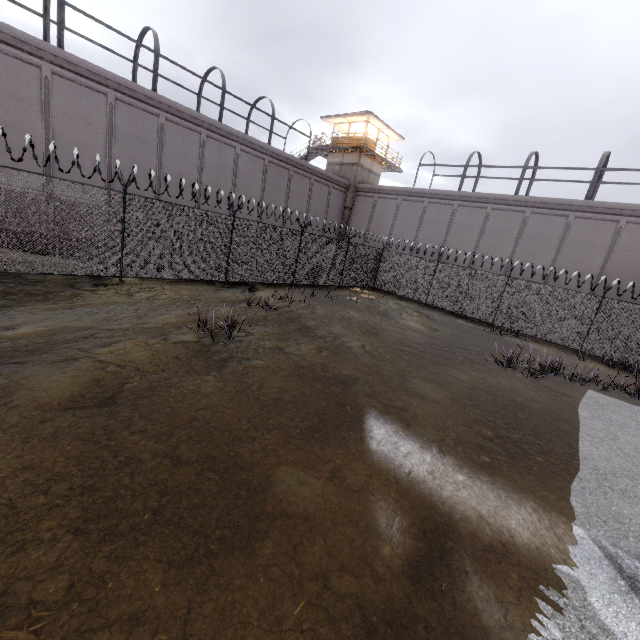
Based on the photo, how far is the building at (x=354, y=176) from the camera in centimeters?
3039cm

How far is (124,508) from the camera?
3.1m

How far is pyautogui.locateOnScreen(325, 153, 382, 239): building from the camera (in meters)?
30.39

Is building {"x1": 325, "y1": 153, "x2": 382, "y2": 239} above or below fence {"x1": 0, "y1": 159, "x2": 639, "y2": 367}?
above

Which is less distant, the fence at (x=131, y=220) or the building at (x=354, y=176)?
the fence at (x=131, y=220)

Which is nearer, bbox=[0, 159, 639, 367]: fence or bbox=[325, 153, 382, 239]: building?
bbox=[0, 159, 639, 367]: fence
